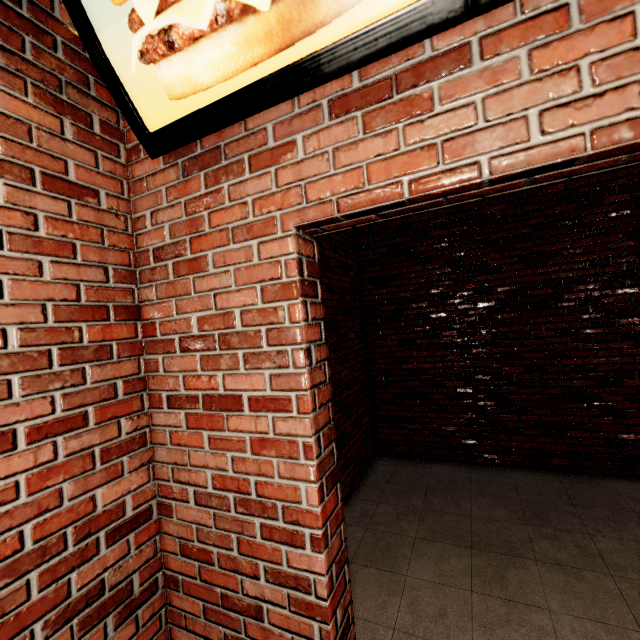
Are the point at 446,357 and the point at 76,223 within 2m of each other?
no
